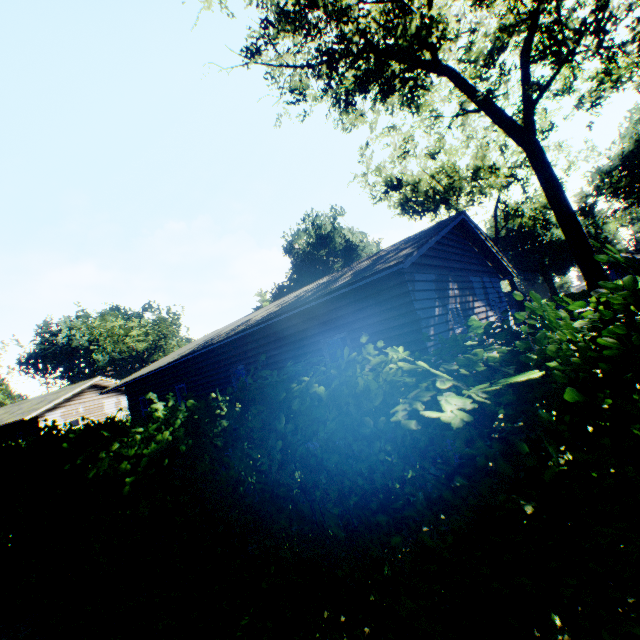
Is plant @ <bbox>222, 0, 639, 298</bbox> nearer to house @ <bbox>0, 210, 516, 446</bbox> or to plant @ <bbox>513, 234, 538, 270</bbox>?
house @ <bbox>0, 210, 516, 446</bbox>

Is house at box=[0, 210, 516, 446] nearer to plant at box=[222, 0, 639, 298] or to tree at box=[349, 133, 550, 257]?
plant at box=[222, 0, 639, 298]

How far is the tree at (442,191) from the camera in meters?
25.8 m

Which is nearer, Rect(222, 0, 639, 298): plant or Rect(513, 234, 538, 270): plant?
Rect(222, 0, 639, 298): plant

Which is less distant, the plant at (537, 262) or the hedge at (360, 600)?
the hedge at (360, 600)

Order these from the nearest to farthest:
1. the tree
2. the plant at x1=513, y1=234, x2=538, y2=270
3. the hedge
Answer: the hedge, the tree, the plant at x1=513, y1=234, x2=538, y2=270

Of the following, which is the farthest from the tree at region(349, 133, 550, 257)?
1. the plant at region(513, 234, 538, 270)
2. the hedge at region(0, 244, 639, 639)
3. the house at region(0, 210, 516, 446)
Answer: the plant at region(513, 234, 538, 270)

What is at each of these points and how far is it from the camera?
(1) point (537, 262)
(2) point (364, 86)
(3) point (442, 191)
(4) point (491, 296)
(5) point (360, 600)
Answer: (1) plant, 57.8m
(2) plant, 15.5m
(3) tree, 29.5m
(4) house, 13.4m
(5) hedge, 2.1m
